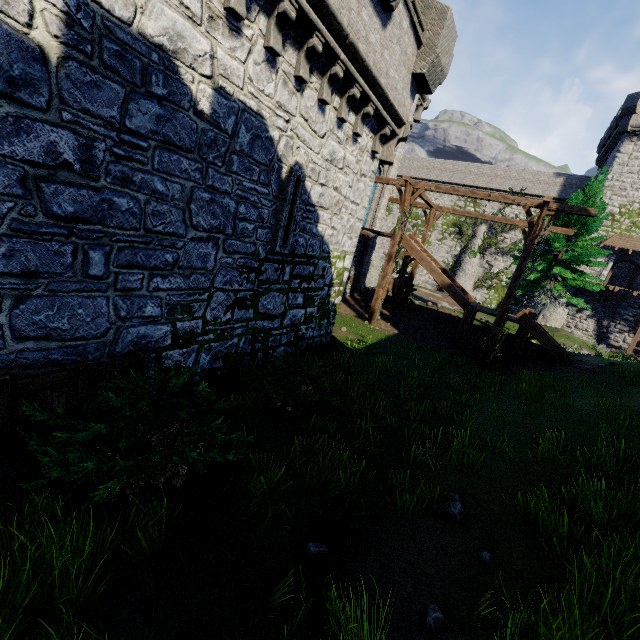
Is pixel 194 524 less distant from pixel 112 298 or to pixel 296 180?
pixel 112 298

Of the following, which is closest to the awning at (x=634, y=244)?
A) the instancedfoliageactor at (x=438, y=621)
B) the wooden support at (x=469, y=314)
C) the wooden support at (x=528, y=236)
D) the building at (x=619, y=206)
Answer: the building at (x=619, y=206)

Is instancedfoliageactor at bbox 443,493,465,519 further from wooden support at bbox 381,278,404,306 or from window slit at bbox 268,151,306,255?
wooden support at bbox 381,278,404,306

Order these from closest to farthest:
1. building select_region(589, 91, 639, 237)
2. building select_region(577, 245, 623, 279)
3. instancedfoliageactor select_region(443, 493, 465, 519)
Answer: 1. instancedfoliageactor select_region(443, 493, 465, 519)
2. building select_region(589, 91, 639, 237)
3. building select_region(577, 245, 623, 279)

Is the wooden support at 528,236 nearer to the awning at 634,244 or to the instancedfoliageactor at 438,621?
the instancedfoliageactor at 438,621

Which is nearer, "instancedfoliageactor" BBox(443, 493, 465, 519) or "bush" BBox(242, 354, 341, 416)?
"instancedfoliageactor" BBox(443, 493, 465, 519)

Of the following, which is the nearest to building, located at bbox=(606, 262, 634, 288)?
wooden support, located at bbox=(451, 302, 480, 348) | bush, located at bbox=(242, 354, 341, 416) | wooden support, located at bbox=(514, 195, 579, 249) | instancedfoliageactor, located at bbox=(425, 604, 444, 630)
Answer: wooden support, located at bbox=(451, 302, 480, 348)

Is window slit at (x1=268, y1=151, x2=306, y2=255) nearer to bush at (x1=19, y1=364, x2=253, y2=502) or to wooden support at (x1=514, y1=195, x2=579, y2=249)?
bush at (x1=19, y1=364, x2=253, y2=502)
